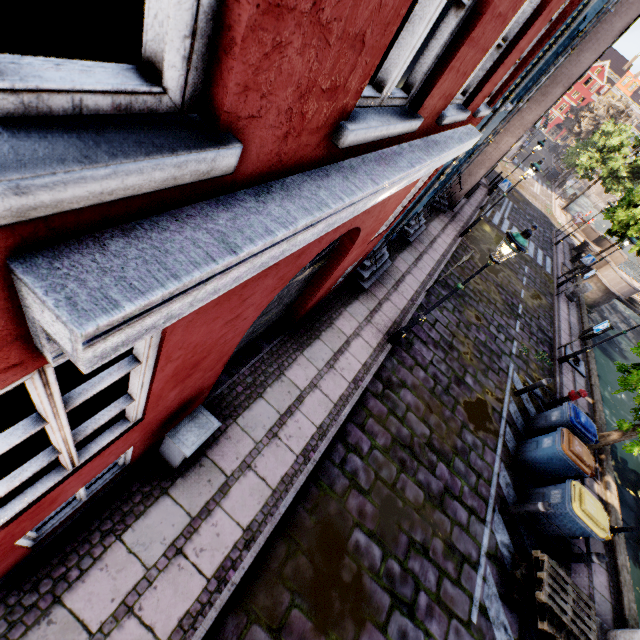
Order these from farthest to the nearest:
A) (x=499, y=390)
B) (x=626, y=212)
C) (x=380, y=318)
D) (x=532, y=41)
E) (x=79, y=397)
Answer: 1. (x=626, y=212)
2. (x=499, y=390)
3. (x=380, y=318)
4. (x=532, y=41)
5. (x=79, y=397)

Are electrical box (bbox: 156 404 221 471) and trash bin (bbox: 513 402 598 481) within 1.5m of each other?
no

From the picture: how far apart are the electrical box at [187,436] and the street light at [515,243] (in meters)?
5.01

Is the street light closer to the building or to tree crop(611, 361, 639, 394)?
the building

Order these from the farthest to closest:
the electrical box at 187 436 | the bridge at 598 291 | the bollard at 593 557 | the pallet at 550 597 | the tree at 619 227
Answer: the bridge at 598 291, the tree at 619 227, the bollard at 593 557, the pallet at 550 597, the electrical box at 187 436

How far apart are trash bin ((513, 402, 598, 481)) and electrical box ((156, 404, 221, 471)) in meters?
7.6 m

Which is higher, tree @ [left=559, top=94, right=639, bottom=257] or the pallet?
tree @ [left=559, top=94, right=639, bottom=257]

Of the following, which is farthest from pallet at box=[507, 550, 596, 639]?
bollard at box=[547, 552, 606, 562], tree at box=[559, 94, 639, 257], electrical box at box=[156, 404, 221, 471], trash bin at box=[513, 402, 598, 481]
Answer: electrical box at box=[156, 404, 221, 471]
